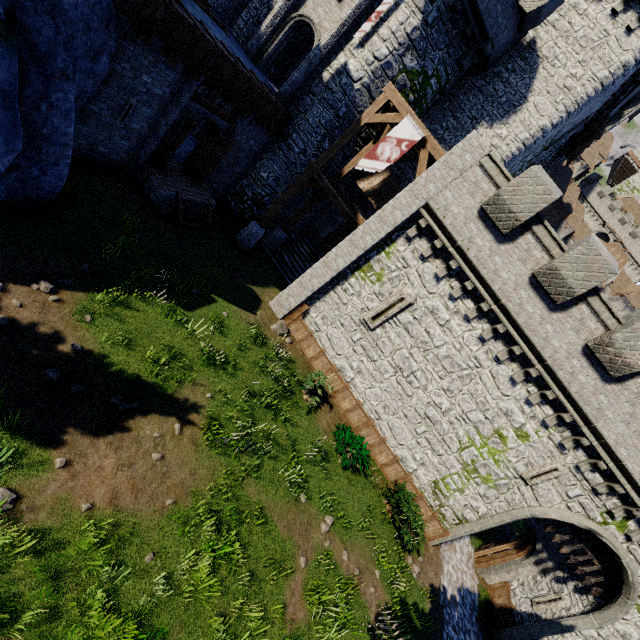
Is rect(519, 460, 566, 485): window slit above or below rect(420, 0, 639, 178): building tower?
below

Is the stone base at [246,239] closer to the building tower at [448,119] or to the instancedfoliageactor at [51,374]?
the building tower at [448,119]

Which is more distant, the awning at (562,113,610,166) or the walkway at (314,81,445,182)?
the awning at (562,113,610,166)

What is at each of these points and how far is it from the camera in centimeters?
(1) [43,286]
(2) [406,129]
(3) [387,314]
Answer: (1) instancedfoliageactor, 767cm
(2) flag, 1282cm
(3) window slit, 1386cm

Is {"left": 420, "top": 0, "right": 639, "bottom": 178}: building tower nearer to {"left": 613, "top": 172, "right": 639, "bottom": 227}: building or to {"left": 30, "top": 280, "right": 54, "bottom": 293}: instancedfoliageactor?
{"left": 30, "top": 280, "right": 54, "bottom": 293}: instancedfoliageactor

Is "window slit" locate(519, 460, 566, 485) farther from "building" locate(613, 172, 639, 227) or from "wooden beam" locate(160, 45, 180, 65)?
"building" locate(613, 172, 639, 227)

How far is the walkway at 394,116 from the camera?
12.8 meters

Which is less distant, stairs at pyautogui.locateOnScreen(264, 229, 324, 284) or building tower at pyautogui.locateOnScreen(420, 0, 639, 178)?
building tower at pyautogui.locateOnScreen(420, 0, 639, 178)
